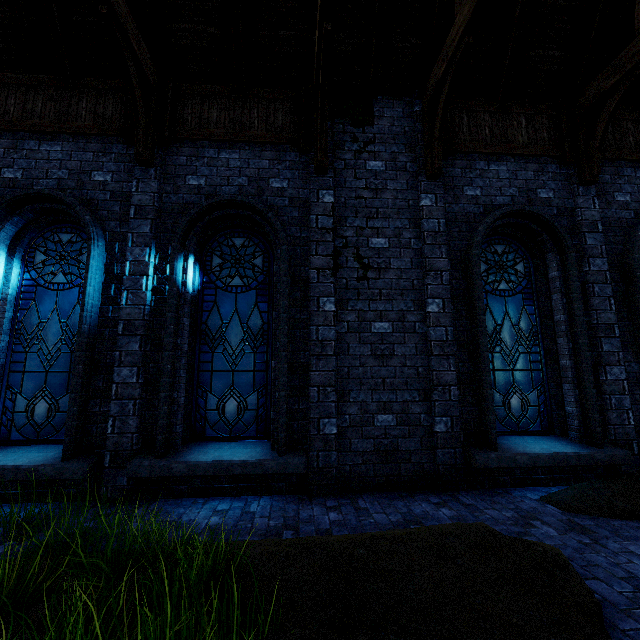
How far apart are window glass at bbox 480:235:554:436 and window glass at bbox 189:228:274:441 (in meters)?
3.51

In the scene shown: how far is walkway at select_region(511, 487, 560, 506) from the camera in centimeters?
455cm

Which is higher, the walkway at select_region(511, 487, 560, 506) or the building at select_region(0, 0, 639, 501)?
the building at select_region(0, 0, 639, 501)

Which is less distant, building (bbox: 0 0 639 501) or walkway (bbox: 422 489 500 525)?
walkway (bbox: 422 489 500 525)

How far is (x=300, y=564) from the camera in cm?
269

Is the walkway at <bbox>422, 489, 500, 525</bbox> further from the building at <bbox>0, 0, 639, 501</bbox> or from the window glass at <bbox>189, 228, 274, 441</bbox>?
the window glass at <bbox>189, 228, 274, 441</bbox>

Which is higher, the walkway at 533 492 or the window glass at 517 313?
the window glass at 517 313

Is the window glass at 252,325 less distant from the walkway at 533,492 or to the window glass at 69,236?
the walkway at 533,492
